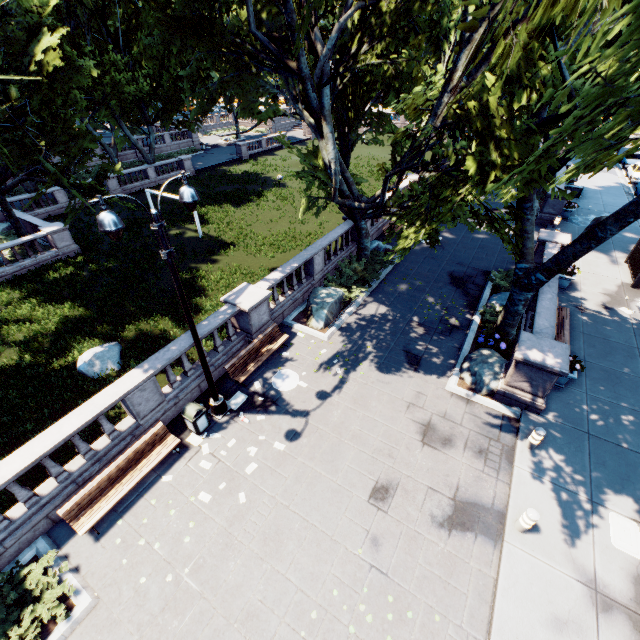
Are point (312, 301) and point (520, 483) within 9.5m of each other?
no

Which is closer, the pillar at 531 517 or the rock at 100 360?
the pillar at 531 517

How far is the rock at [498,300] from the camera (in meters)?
15.02

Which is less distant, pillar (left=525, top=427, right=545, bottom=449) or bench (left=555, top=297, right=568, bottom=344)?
pillar (left=525, top=427, right=545, bottom=449)

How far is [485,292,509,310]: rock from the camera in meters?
15.0

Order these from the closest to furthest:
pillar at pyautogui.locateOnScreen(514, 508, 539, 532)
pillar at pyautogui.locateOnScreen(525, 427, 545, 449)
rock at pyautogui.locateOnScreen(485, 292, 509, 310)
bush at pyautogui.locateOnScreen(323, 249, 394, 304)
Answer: pillar at pyautogui.locateOnScreen(514, 508, 539, 532)
pillar at pyautogui.locateOnScreen(525, 427, 545, 449)
rock at pyautogui.locateOnScreen(485, 292, 509, 310)
bush at pyautogui.locateOnScreen(323, 249, 394, 304)

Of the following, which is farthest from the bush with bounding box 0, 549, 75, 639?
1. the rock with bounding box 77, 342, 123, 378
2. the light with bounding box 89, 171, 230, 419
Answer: the rock with bounding box 77, 342, 123, 378

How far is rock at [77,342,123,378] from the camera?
14.8m
